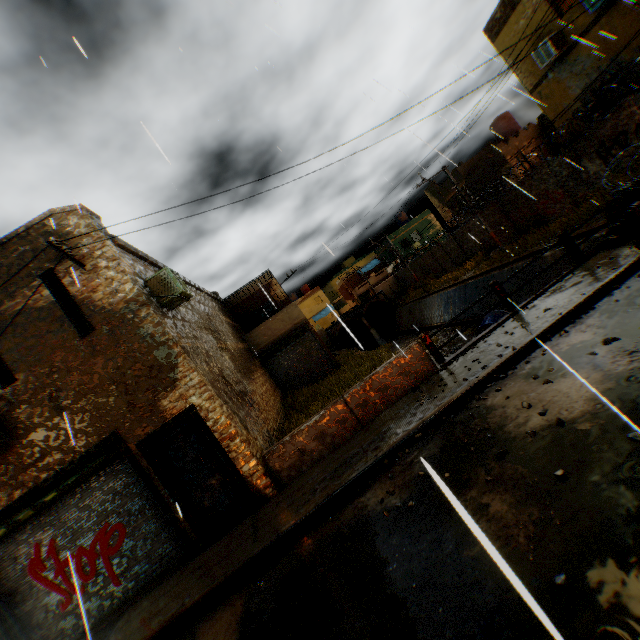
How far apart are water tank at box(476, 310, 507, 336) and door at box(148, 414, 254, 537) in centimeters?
1371cm

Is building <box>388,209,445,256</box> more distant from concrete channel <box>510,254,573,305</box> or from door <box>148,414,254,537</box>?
door <box>148,414,254,537</box>

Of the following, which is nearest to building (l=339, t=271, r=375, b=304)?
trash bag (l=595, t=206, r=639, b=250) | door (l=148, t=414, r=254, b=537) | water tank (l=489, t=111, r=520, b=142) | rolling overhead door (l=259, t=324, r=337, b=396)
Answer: water tank (l=489, t=111, r=520, b=142)

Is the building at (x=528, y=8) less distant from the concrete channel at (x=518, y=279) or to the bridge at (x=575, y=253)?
the concrete channel at (x=518, y=279)

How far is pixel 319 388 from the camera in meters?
14.1

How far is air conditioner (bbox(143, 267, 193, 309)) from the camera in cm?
825

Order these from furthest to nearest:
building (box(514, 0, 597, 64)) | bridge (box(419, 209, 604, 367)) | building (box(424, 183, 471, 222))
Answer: building (box(424, 183, 471, 222)) < building (box(514, 0, 597, 64)) < bridge (box(419, 209, 604, 367))

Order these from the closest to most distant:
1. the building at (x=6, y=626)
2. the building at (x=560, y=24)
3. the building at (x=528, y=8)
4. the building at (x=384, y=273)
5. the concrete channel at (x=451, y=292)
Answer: the building at (x=6, y=626) → the building at (x=560, y=24) → the building at (x=528, y=8) → the concrete channel at (x=451, y=292) → the building at (x=384, y=273)
